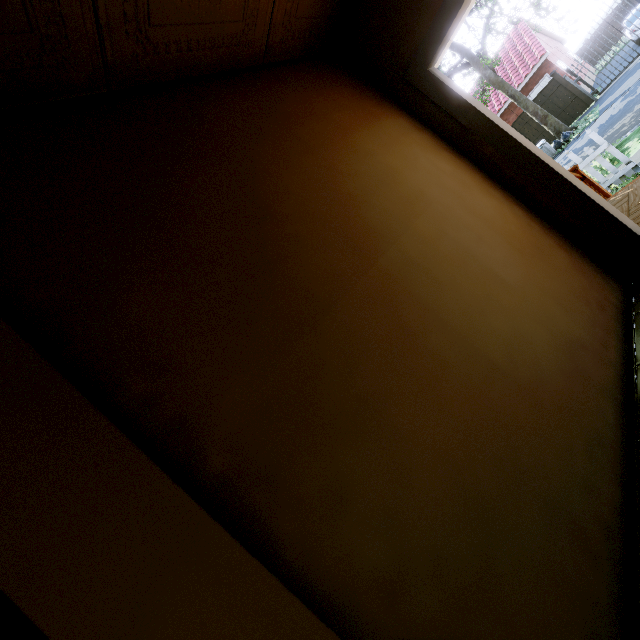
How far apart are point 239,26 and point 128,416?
2.0m

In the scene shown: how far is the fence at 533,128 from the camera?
17.9m

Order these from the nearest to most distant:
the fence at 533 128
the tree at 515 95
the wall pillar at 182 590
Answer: the wall pillar at 182 590, the tree at 515 95, the fence at 533 128

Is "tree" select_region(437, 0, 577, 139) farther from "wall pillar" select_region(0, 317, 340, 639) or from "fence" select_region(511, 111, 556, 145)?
"wall pillar" select_region(0, 317, 340, 639)

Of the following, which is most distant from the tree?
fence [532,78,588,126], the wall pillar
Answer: the wall pillar

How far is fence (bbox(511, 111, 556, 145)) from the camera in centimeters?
1789cm
